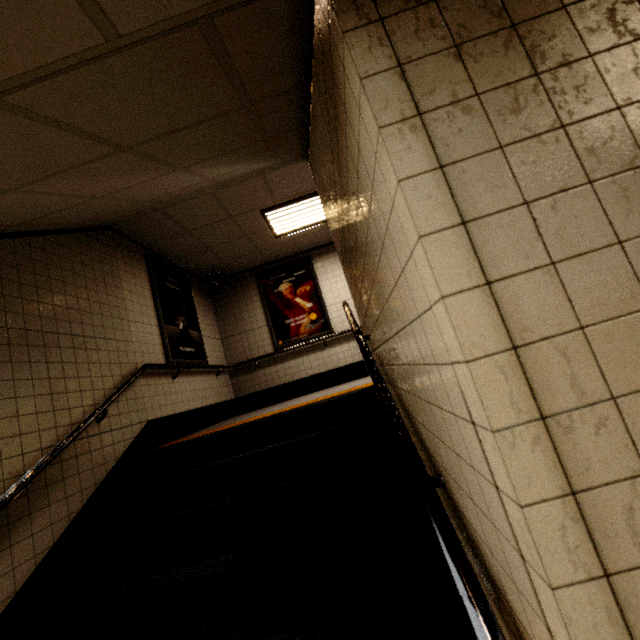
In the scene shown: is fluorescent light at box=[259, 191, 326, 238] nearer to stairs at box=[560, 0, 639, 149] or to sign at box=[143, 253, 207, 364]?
stairs at box=[560, 0, 639, 149]

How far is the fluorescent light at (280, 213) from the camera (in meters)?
5.00

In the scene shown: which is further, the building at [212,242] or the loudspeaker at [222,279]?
the loudspeaker at [222,279]

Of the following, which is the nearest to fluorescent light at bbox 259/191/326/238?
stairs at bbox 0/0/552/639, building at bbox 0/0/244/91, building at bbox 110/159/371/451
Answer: building at bbox 110/159/371/451

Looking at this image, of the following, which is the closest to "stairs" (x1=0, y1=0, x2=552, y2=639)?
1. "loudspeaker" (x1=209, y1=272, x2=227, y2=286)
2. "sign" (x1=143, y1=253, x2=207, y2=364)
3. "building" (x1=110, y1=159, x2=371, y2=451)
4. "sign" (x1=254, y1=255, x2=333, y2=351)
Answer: "building" (x1=110, y1=159, x2=371, y2=451)

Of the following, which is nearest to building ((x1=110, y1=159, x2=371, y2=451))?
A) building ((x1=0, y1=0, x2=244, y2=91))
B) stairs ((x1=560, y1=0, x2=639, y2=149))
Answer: stairs ((x1=560, y1=0, x2=639, y2=149))

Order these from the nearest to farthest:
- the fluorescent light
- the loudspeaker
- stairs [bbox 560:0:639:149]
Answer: stairs [bbox 560:0:639:149] → the fluorescent light → the loudspeaker

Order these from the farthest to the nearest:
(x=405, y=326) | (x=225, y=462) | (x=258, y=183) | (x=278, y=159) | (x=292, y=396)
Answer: (x=292, y=396) → (x=258, y=183) → (x=278, y=159) → (x=225, y=462) → (x=405, y=326)
